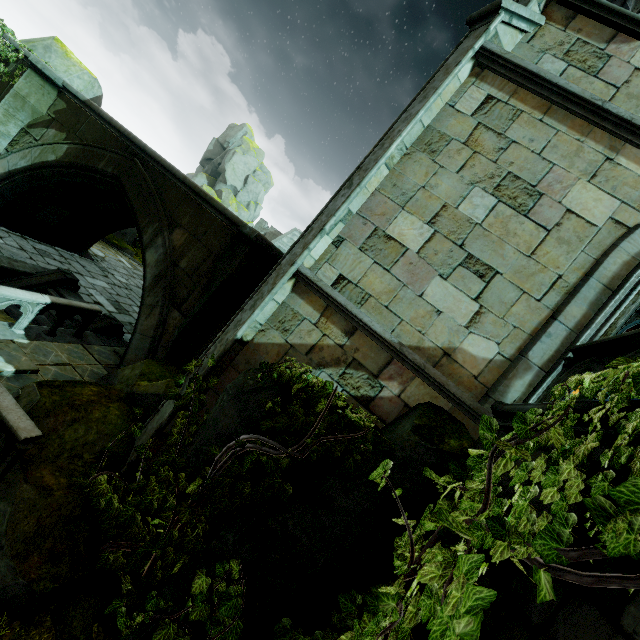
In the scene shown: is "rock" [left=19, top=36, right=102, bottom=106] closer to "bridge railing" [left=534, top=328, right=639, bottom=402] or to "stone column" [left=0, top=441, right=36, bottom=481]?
"stone column" [left=0, top=441, right=36, bottom=481]

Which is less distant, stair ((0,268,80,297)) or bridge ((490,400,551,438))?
bridge ((490,400,551,438))

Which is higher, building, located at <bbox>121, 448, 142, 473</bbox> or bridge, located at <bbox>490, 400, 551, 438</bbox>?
bridge, located at <bbox>490, 400, 551, 438</bbox>

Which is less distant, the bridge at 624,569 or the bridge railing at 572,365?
the bridge at 624,569

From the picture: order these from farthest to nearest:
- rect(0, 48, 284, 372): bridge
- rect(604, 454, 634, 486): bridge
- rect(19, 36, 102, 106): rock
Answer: rect(19, 36, 102, 106): rock, rect(0, 48, 284, 372): bridge, rect(604, 454, 634, 486): bridge

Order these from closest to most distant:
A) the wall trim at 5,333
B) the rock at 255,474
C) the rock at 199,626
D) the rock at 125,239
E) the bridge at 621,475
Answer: the bridge at 621,475 → the rock at 199,626 → the rock at 255,474 → the wall trim at 5,333 → the rock at 125,239

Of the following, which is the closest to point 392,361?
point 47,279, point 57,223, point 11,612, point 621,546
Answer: point 621,546

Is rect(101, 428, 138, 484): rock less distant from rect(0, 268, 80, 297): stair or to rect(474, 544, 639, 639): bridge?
rect(474, 544, 639, 639): bridge
